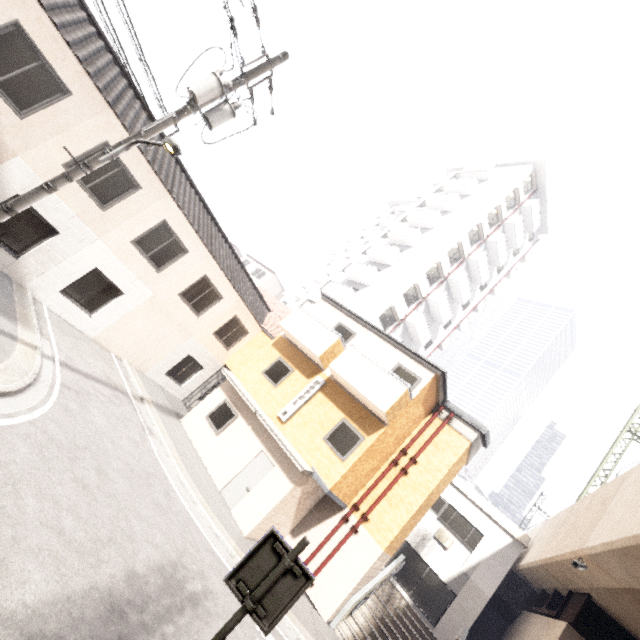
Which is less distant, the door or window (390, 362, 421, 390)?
the door

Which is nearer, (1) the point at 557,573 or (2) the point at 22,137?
(2) the point at 22,137

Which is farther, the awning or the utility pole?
the awning

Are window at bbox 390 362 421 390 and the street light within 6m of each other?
no

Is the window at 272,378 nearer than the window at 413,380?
No

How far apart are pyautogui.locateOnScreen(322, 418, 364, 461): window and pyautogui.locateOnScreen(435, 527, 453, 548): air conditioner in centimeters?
939cm

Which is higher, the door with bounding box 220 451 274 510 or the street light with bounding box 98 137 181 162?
the street light with bounding box 98 137 181 162

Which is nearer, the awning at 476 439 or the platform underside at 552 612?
the platform underside at 552 612
